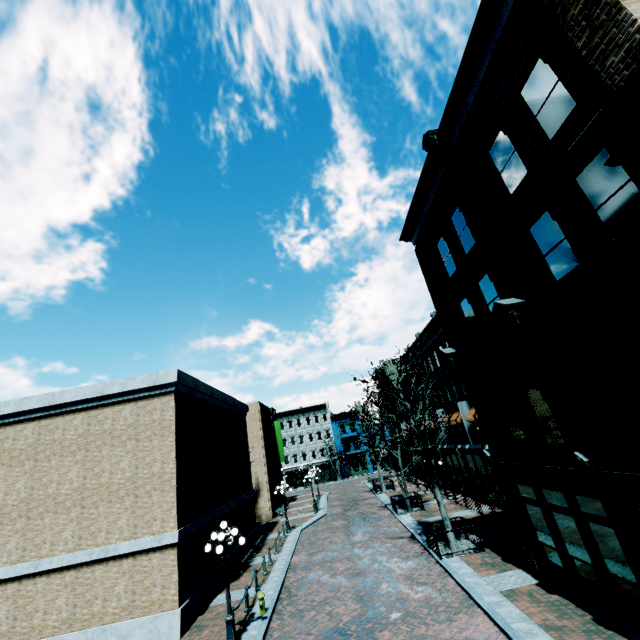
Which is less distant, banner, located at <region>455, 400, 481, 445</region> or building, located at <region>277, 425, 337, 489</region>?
banner, located at <region>455, 400, 481, 445</region>

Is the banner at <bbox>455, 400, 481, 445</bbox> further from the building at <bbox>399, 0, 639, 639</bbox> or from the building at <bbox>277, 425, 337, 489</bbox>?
the building at <bbox>277, 425, 337, 489</bbox>

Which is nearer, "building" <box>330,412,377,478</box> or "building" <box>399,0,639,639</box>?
"building" <box>399,0,639,639</box>

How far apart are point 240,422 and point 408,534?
14.74m

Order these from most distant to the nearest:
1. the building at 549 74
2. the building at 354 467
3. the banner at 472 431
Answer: the building at 354 467 < the banner at 472 431 < the building at 549 74

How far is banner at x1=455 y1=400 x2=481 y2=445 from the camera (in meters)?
21.75

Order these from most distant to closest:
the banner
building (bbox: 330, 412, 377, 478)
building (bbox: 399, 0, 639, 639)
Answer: building (bbox: 330, 412, 377, 478) → the banner → building (bbox: 399, 0, 639, 639)

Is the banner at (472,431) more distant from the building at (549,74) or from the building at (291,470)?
the building at (291,470)
